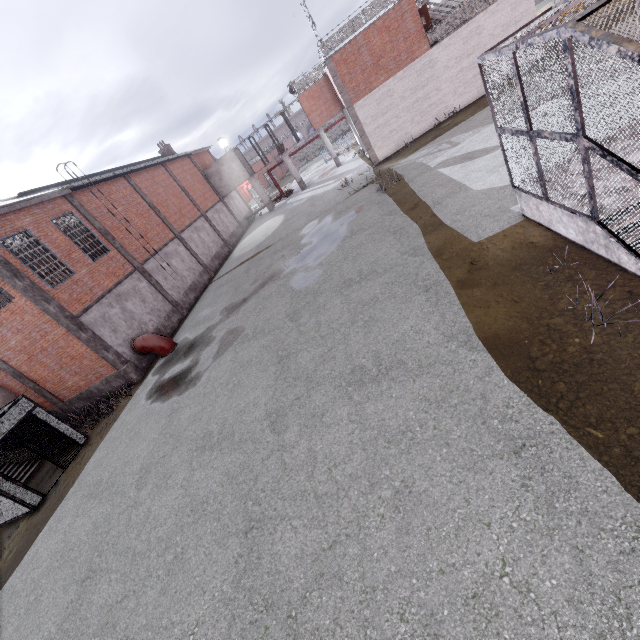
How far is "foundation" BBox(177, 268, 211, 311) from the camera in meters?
21.5

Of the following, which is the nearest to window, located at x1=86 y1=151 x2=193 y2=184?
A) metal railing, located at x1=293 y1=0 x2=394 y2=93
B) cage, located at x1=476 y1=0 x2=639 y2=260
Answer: cage, located at x1=476 y1=0 x2=639 y2=260

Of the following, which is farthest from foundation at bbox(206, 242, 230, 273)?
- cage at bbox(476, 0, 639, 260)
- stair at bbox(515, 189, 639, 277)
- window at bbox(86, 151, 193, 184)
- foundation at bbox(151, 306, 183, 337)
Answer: stair at bbox(515, 189, 639, 277)

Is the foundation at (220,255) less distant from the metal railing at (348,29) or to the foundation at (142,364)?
the foundation at (142,364)

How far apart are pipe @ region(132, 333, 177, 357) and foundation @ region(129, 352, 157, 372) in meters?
0.1

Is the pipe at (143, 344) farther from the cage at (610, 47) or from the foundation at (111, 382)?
the cage at (610, 47)

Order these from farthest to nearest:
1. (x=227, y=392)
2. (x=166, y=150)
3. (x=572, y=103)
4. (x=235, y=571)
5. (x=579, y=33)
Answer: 1. (x=166, y=150)
2. (x=227, y=392)
3. (x=235, y=571)
4. (x=572, y=103)
5. (x=579, y=33)
